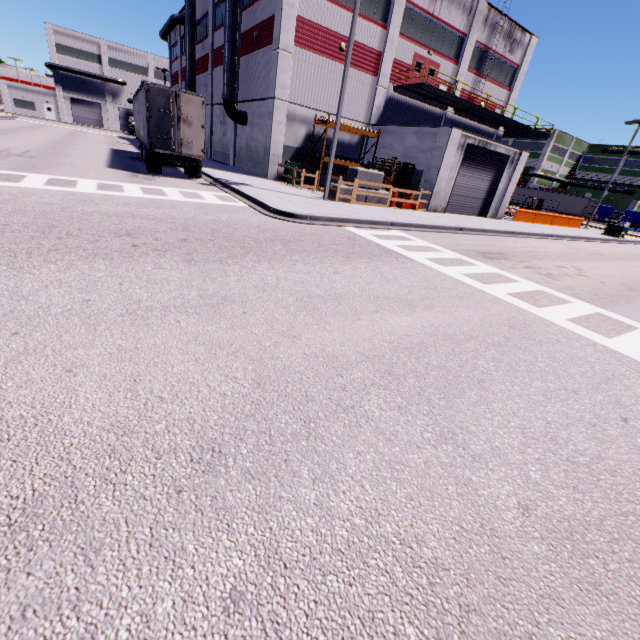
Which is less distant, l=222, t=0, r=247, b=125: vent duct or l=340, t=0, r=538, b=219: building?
l=340, t=0, r=538, b=219: building

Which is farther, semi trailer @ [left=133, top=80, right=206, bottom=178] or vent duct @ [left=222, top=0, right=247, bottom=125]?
vent duct @ [left=222, top=0, right=247, bottom=125]

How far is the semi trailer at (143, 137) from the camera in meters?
15.3 m

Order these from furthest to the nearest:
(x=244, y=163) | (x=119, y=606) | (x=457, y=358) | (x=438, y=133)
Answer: (x=244, y=163), (x=438, y=133), (x=457, y=358), (x=119, y=606)

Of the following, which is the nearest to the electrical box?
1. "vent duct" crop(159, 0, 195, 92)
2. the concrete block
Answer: the concrete block

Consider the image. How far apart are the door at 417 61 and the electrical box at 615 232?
20.81m

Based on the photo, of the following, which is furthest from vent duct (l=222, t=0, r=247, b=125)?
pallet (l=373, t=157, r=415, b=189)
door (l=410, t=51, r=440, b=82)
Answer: door (l=410, t=51, r=440, b=82)

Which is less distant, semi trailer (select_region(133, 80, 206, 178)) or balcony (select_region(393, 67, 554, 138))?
→ semi trailer (select_region(133, 80, 206, 178))
